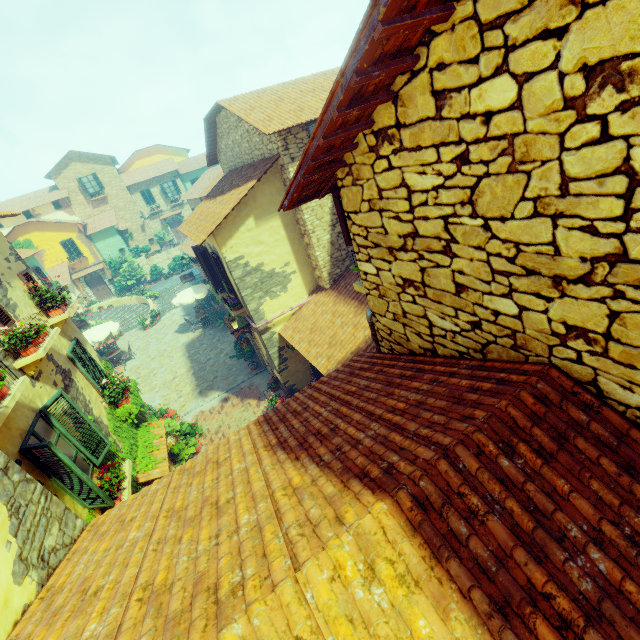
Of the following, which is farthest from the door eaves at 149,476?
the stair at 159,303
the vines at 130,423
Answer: the stair at 159,303

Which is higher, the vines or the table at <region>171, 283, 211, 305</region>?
the vines

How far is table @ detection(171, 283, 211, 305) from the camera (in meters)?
20.08

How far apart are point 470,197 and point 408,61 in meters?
0.9

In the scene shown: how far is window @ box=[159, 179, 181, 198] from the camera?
35.8 meters

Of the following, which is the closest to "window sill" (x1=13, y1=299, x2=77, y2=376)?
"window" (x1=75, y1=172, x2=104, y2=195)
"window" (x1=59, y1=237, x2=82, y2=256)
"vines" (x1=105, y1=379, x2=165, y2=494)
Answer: "window" (x1=59, y1=237, x2=82, y2=256)

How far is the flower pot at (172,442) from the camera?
10.2m

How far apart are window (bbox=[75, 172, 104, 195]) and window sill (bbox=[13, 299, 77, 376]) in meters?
32.4
